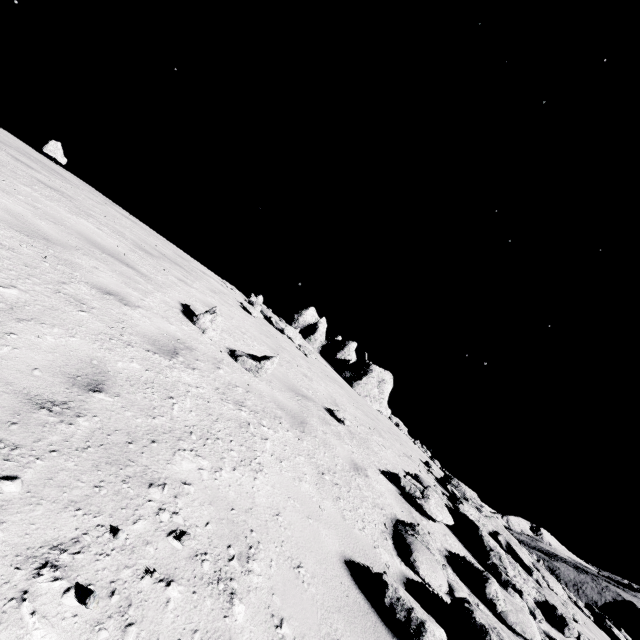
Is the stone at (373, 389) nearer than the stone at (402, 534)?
No

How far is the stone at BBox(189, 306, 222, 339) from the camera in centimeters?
539cm

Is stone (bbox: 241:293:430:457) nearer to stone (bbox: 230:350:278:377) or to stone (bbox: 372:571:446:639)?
stone (bbox: 230:350:278:377)

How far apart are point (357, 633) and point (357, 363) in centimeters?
2030cm

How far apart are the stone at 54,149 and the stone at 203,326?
10.4 meters

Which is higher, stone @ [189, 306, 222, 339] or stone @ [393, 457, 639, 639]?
stone @ [189, 306, 222, 339]

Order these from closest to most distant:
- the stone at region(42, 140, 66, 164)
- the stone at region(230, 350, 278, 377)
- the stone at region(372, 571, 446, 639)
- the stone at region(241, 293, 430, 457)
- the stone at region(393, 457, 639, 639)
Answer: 1. the stone at region(372, 571, 446, 639)
2. the stone at region(393, 457, 639, 639)
3. the stone at region(230, 350, 278, 377)
4. the stone at region(42, 140, 66, 164)
5. the stone at region(241, 293, 430, 457)

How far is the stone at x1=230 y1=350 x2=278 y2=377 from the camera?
5.2m
